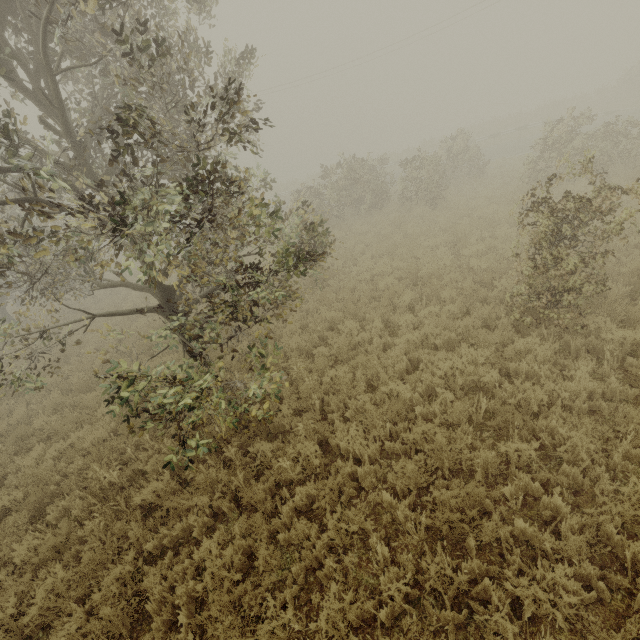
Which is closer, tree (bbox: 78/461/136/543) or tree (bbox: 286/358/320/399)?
tree (bbox: 78/461/136/543)

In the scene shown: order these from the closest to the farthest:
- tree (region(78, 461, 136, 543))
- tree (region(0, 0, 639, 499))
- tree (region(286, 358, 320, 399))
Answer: tree (region(0, 0, 639, 499)) → tree (region(78, 461, 136, 543)) → tree (region(286, 358, 320, 399))

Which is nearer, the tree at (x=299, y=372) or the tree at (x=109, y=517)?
the tree at (x=109, y=517)

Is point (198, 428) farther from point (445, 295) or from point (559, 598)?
point (445, 295)

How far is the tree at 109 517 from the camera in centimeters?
529cm

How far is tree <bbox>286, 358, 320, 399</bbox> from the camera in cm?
659
